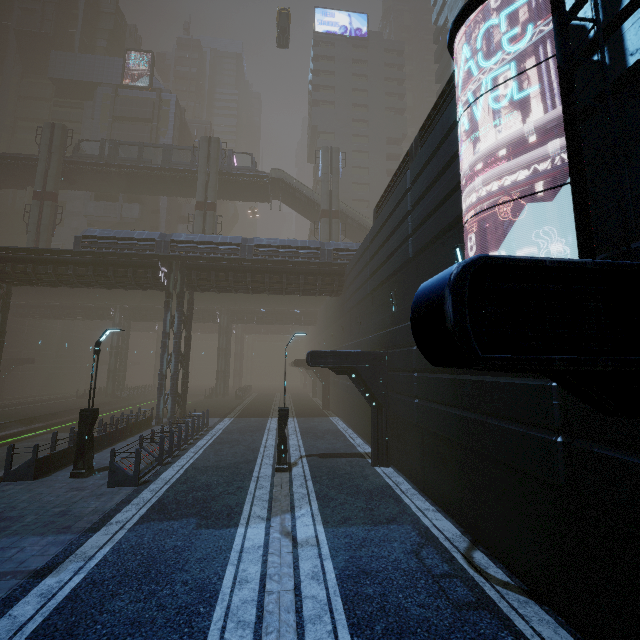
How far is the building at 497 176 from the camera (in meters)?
5.72

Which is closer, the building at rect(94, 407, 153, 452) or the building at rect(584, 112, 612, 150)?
the building at rect(584, 112, 612, 150)

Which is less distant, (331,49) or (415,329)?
(415,329)

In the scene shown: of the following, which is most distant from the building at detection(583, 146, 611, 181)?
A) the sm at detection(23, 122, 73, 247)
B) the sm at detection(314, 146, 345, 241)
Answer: the sm at detection(23, 122, 73, 247)

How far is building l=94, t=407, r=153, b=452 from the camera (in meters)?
16.11

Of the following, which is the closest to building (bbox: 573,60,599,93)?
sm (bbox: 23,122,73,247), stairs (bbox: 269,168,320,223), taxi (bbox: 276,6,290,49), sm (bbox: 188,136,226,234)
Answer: stairs (bbox: 269,168,320,223)

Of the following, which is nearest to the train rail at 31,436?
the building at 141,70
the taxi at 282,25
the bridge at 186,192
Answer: the building at 141,70

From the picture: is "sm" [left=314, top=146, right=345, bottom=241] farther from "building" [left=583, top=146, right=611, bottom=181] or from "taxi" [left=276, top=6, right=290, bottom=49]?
"taxi" [left=276, top=6, right=290, bottom=49]
